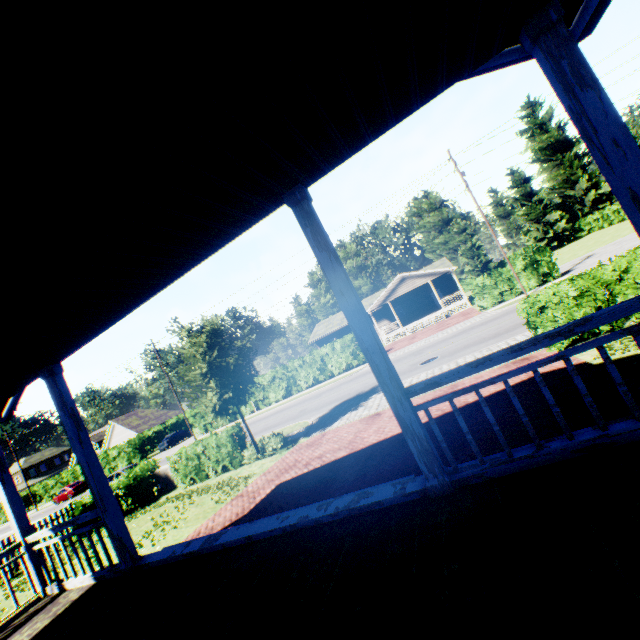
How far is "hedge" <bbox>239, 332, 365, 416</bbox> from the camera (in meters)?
29.55

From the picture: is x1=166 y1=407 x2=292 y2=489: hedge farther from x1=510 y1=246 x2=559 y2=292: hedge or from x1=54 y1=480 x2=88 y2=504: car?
x1=54 y1=480 x2=88 y2=504: car

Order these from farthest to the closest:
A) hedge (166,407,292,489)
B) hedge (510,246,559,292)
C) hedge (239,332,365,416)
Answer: hedge (239,332,365,416)
hedge (510,246,559,292)
hedge (166,407,292,489)

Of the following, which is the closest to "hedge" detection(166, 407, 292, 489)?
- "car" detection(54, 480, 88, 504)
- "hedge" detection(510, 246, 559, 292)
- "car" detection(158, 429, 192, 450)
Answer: "car" detection(158, 429, 192, 450)

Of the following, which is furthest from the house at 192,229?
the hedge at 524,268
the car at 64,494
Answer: the car at 64,494

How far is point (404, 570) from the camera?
2.5m

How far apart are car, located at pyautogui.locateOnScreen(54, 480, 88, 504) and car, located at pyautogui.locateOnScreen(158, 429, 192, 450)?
9.0 meters

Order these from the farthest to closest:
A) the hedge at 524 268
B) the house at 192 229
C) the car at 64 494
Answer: the car at 64 494, the hedge at 524 268, the house at 192 229
